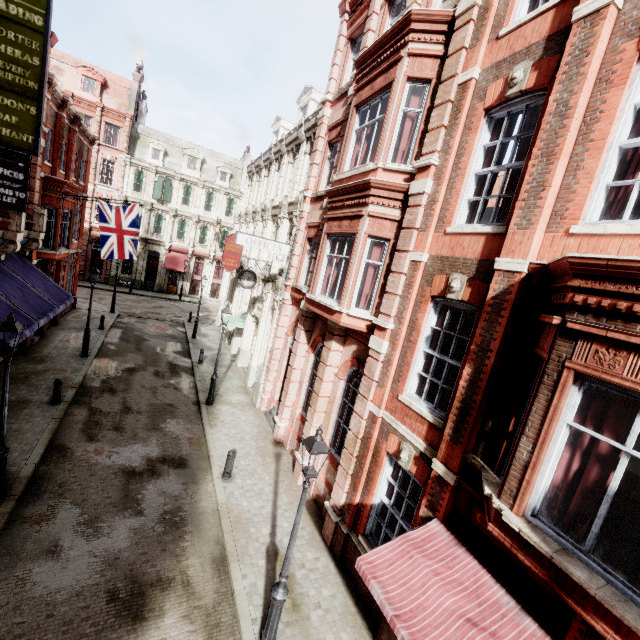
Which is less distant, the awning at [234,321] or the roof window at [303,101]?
the roof window at [303,101]

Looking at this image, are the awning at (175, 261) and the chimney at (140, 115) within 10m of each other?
no

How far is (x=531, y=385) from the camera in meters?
5.1

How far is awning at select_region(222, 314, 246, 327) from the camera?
20.3m

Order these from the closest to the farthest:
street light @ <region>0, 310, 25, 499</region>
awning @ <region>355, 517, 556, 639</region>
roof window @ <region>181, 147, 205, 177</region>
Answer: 1. awning @ <region>355, 517, 556, 639</region>
2. street light @ <region>0, 310, 25, 499</region>
3. roof window @ <region>181, 147, 205, 177</region>

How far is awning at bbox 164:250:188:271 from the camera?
36.9m

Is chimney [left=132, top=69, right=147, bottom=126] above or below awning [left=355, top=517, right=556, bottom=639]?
above

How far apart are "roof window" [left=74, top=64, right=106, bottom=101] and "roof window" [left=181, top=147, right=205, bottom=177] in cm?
829
